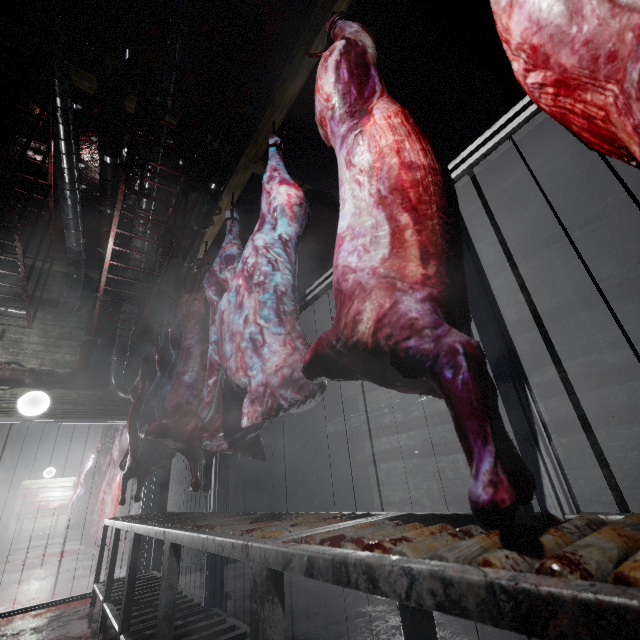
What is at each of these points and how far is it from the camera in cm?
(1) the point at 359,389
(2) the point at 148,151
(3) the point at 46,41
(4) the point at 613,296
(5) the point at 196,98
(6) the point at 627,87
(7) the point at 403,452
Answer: (1) pipe, 575
(2) pipe, 335
(3) rig, 224
(4) pipe, 317
(5) pipe, 287
(6) meat, 49
(7) pipe, 475

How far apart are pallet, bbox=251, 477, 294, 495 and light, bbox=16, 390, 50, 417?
3.0m

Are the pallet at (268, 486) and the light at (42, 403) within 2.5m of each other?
no

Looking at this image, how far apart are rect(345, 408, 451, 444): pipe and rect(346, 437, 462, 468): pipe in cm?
11

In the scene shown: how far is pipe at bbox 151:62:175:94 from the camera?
2.7 meters

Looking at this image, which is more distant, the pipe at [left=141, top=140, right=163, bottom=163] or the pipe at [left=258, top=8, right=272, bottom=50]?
the pipe at [left=141, top=140, right=163, bottom=163]

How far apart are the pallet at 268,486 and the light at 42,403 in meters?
3.0 m

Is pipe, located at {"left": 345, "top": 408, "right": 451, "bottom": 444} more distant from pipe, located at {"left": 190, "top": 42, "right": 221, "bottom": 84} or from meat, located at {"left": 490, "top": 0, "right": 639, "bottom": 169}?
meat, located at {"left": 490, "top": 0, "right": 639, "bottom": 169}
